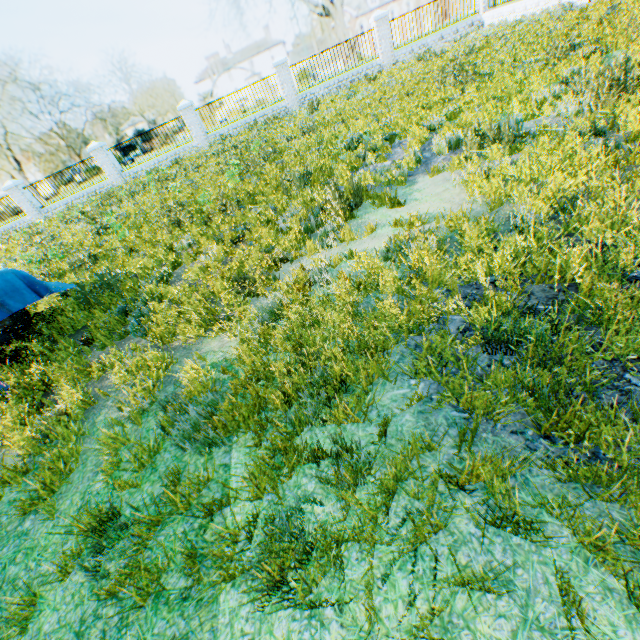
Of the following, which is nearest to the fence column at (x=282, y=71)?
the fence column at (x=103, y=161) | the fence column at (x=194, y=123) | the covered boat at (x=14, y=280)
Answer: the fence column at (x=194, y=123)

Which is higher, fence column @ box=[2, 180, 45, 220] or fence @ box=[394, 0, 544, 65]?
fence column @ box=[2, 180, 45, 220]

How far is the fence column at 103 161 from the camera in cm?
1786

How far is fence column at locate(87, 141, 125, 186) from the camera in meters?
17.9

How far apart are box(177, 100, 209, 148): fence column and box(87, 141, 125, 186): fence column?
4.7m

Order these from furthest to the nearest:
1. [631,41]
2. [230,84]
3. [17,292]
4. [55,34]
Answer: [230,84] → [55,34] → [631,41] → [17,292]

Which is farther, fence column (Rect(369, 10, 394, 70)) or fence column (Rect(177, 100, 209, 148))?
fence column (Rect(177, 100, 209, 148))

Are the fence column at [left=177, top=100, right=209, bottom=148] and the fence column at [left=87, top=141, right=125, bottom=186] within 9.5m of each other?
yes
